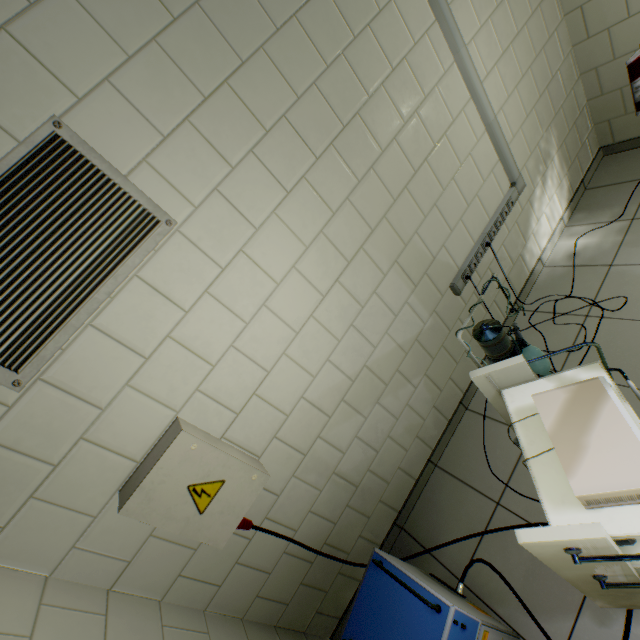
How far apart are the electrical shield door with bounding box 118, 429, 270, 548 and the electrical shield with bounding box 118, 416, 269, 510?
0.0m

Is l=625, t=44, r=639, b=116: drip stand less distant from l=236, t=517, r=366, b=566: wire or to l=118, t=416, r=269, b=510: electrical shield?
l=236, t=517, r=366, b=566: wire

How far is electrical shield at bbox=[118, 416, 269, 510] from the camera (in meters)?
1.29

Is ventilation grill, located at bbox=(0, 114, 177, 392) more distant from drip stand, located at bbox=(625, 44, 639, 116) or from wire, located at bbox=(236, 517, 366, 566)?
drip stand, located at bbox=(625, 44, 639, 116)

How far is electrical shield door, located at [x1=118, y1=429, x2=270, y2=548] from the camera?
A: 1.3m

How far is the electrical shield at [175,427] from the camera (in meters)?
1.29

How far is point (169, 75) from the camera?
1.3m

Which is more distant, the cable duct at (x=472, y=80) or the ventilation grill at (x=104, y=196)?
the cable duct at (x=472, y=80)
